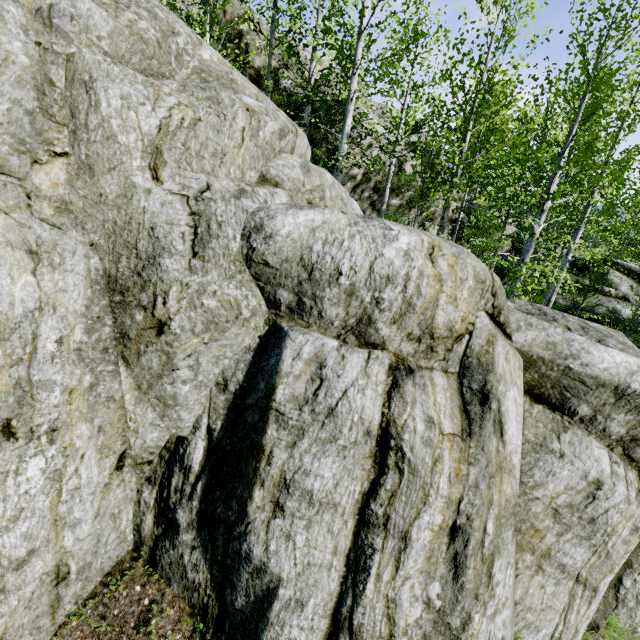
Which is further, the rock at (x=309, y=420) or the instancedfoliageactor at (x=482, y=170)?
the instancedfoliageactor at (x=482, y=170)

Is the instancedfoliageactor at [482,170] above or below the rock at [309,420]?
above

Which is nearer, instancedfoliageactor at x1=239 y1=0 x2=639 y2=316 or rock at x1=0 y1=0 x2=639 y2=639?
rock at x1=0 y1=0 x2=639 y2=639

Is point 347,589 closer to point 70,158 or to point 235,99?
point 70,158

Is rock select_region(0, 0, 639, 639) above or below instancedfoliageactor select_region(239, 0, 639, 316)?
below
